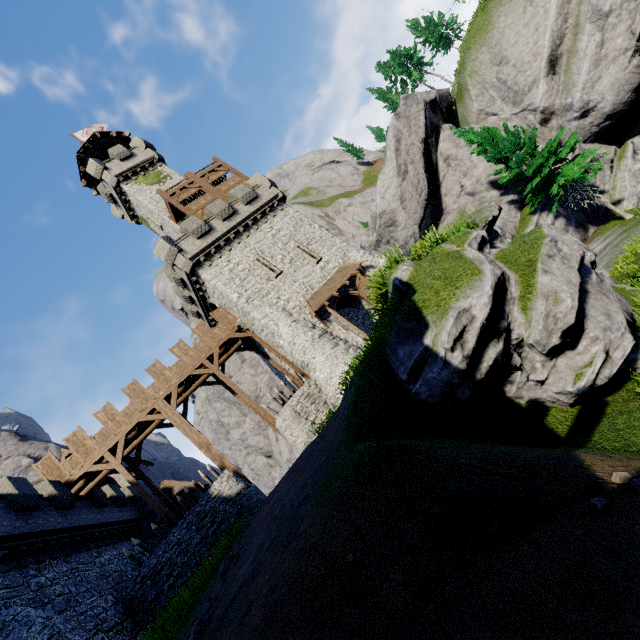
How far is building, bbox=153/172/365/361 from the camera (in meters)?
22.76

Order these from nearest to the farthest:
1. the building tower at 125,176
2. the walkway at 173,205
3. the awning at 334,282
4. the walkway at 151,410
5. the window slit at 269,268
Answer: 1. the walkway at 151,410
2. the awning at 334,282
3. the window slit at 269,268
4. the walkway at 173,205
5. the building tower at 125,176

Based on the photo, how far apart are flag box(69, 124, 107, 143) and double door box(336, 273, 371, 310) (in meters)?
36.87

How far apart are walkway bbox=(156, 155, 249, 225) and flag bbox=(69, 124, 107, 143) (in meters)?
19.21

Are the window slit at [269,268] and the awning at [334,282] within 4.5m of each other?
yes

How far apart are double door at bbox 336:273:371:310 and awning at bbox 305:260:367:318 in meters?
0.3

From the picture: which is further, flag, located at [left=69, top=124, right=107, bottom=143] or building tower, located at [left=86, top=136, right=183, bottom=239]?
flag, located at [left=69, top=124, right=107, bottom=143]

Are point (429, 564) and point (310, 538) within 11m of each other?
yes
